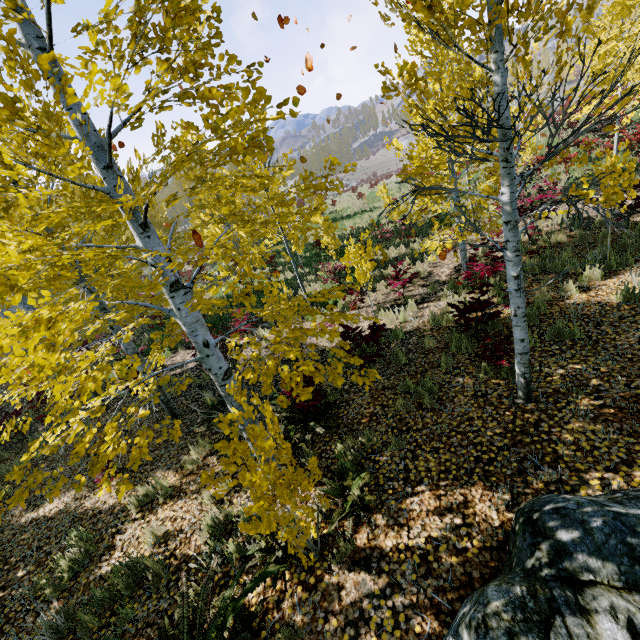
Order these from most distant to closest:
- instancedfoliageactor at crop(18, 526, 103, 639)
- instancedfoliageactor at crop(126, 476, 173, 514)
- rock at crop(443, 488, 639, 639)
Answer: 1. instancedfoliageactor at crop(126, 476, 173, 514)
2. instancedfoliageactor at crop(18, 526, 103, 639)
3. rock at crop(443, 488, 639, 639)

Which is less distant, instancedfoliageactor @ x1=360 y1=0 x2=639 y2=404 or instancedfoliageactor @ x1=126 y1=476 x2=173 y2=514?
instancedfoliageactor @ x1=360 y1=0 x2=639 y2=404

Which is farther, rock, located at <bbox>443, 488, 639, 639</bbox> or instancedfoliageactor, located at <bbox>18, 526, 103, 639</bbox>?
instancedfoliageactor, located at <bbox>18, 526, 103, 639</bbox>

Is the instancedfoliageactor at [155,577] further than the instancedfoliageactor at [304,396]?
Yes

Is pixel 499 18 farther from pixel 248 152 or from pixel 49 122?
pixel 49 122

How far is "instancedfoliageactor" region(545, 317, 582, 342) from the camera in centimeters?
541cm

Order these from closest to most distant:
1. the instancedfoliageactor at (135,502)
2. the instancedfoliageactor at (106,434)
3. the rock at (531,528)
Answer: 1. the rock at (531,528)
2. the instancedfoliageactor at (106,434)
3. the instancedfoliageactor at (135,502)
